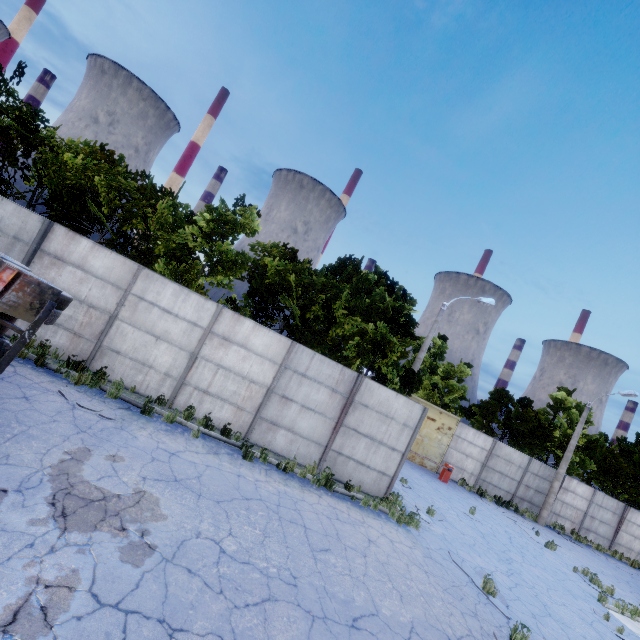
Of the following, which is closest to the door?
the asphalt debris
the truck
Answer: the asphalt debris

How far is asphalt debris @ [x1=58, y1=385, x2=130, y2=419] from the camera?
7.95m

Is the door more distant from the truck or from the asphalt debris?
the truck

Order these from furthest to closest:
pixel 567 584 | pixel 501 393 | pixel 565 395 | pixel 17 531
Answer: pixel 565 395 < pixel 501 393 < pixel 567 584 < pixel 17 531

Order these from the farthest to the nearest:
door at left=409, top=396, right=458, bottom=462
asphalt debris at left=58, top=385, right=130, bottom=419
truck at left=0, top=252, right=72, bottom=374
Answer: door at left=409, top=396, right=458, bottom=462, asphalt debris at left=58, top=385, right=130, bottom=419, truck at left=0, top=252, right=72, bottom=374

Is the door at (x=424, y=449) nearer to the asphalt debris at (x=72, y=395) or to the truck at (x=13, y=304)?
the asphalt debris at (x=72, y=395)

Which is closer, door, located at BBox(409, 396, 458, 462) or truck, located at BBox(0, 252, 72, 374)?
truck, located at BBox(0, 252, 72, 374)

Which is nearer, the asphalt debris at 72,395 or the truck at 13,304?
the truck at 13,304
